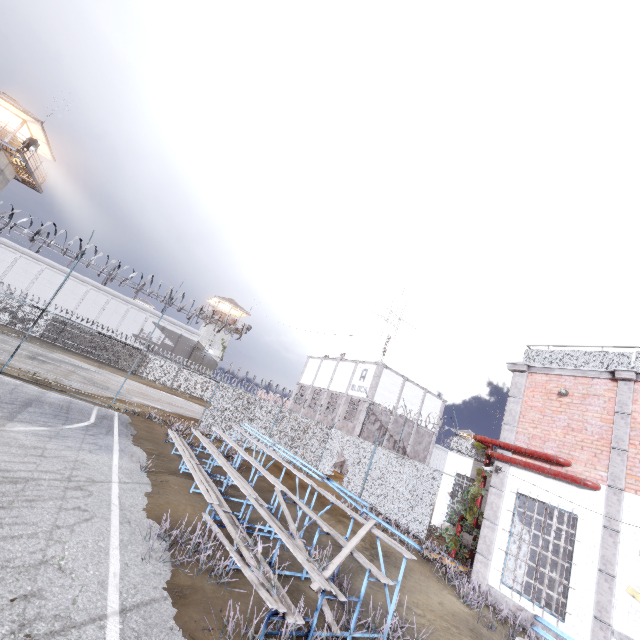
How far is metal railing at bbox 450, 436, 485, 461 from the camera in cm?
1738

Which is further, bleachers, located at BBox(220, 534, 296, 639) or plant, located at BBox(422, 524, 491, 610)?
plant, located at BBox(422, 524, 491, 610)

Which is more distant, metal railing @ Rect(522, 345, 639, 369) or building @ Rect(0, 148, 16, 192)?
building @ Rect(0, 148, 16, 192)

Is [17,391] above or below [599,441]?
below

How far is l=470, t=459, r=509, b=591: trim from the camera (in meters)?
9.67

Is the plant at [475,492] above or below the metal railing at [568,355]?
below

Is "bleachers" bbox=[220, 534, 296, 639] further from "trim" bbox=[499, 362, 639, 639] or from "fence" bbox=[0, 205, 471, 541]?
"fence" bbox=[0, 205, 471, 541]

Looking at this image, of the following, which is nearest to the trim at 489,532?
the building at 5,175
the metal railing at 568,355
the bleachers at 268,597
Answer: the metal railing at 568,355
